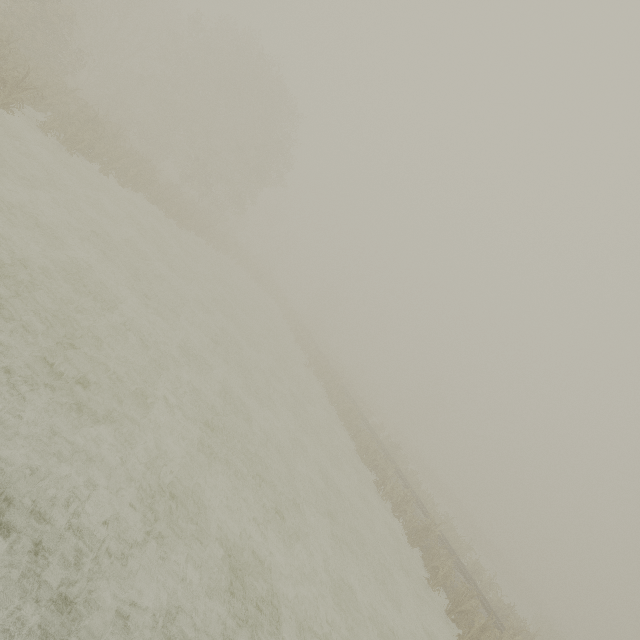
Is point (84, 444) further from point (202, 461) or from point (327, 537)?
point (327, 537)
